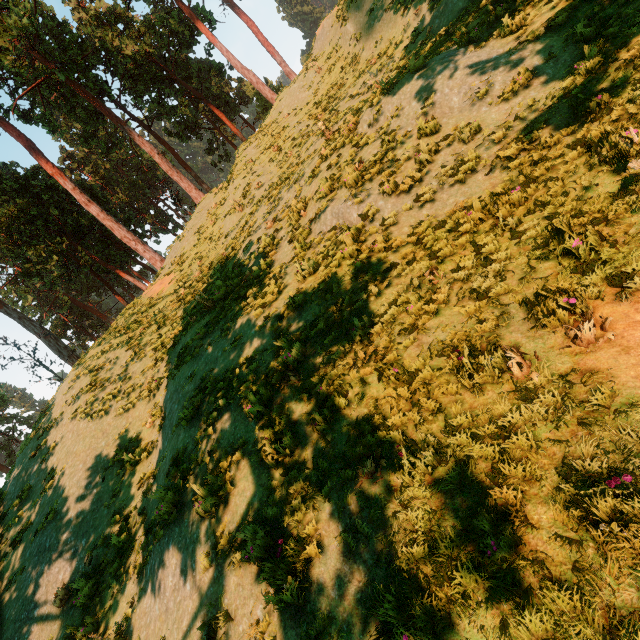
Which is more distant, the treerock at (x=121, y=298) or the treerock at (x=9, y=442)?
the treerock at (x=121, y=298)

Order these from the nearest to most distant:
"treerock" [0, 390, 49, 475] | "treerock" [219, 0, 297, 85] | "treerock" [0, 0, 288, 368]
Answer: "treerock" [0, 390, 49, 475]
"treerock" [0, 0, 288, 368]
"treerock" [219, 0, 297, 85]

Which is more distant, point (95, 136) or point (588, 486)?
point (95, 136)

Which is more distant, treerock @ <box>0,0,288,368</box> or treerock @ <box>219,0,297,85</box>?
treerock @ <box>219,0,297,85</box>

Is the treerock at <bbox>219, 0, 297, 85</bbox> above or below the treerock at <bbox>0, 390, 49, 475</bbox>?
above
